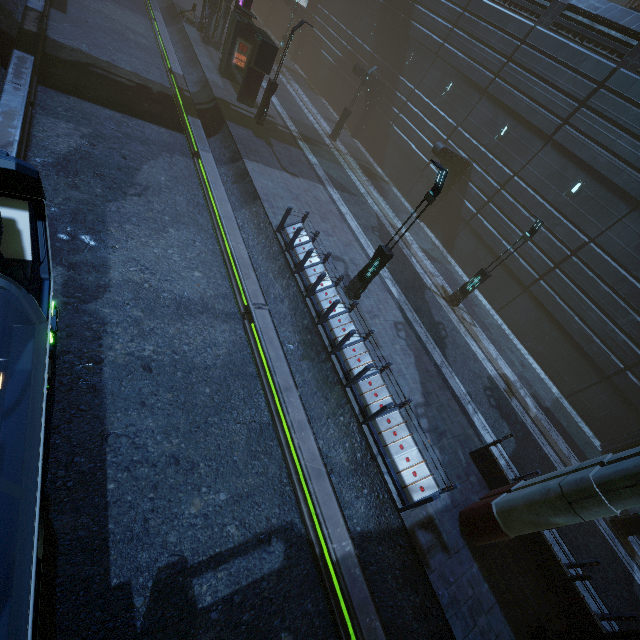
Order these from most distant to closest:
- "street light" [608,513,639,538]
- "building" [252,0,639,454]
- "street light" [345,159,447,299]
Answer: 1. "building" [252,0,639,454]
2. "street light" [608,513,639,538]
3. "street light" [345,159,447,299]

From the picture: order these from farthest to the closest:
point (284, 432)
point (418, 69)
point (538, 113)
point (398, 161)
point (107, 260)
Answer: point (398, 161)
point (418, 69)
point (538, 113)
point (107, 260)
point (284, 432)

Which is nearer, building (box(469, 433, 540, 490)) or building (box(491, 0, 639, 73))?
building (box(469, 433, 540, 490))

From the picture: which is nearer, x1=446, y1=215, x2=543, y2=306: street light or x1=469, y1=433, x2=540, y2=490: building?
x1=469, y1=433, x2=540, y2=490: building

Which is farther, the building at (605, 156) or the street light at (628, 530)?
the building at (605, 156)

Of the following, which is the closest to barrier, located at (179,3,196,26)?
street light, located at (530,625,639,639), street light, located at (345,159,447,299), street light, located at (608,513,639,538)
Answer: street light, located at (345,159,447,299)

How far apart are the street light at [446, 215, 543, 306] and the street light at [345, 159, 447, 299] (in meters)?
6.68

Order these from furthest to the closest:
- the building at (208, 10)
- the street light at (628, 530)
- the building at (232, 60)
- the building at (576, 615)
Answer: the building at (208, 10), the building at (232, 60), the street light at (628, 530), the building at (576, 615)
